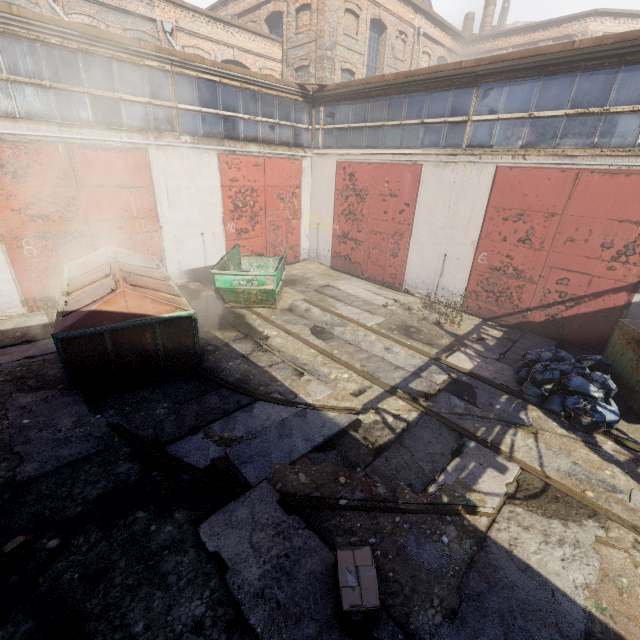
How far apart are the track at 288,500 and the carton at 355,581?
Result: 0.7m

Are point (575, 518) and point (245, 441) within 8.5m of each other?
yes

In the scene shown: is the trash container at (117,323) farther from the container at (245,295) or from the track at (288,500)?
the track at (288,500)

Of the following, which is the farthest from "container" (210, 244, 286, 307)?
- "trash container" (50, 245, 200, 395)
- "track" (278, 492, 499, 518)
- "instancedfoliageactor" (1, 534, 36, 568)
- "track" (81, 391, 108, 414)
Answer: "instancedfoliageactor" (1, 534, 36, 568)

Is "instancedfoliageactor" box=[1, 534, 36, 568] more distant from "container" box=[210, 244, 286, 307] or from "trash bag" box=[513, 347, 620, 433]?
"trash bag" box=[513, 347, 620, 433]

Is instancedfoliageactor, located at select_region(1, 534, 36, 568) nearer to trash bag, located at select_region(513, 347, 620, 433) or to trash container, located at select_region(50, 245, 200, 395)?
trash container, located at select_region(50, 245, 200, 395)

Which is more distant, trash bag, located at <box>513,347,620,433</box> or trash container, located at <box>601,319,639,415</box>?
trash container, located at <box>601,319,639,415</box>

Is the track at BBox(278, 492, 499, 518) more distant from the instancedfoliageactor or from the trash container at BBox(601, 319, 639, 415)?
the trash container at BBox(601, 319, 639, 415)
